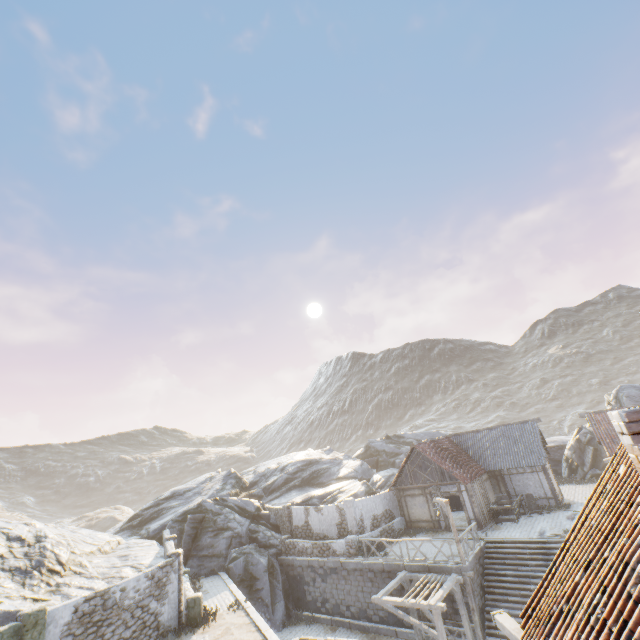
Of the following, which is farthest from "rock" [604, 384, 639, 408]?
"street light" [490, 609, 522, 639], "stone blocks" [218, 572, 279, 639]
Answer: "street light" [490, 609, 522, 639]

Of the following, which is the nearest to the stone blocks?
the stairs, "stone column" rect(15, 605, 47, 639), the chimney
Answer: the stairs

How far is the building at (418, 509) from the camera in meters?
23.2 m

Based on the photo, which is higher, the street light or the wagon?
the street light

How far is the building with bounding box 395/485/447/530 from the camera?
23.2m

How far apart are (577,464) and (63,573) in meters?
40.6

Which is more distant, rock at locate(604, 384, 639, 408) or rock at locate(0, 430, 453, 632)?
rock at locate(604, 384, 639, 408)

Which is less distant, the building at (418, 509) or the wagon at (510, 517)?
the wagon at (510, 517)
